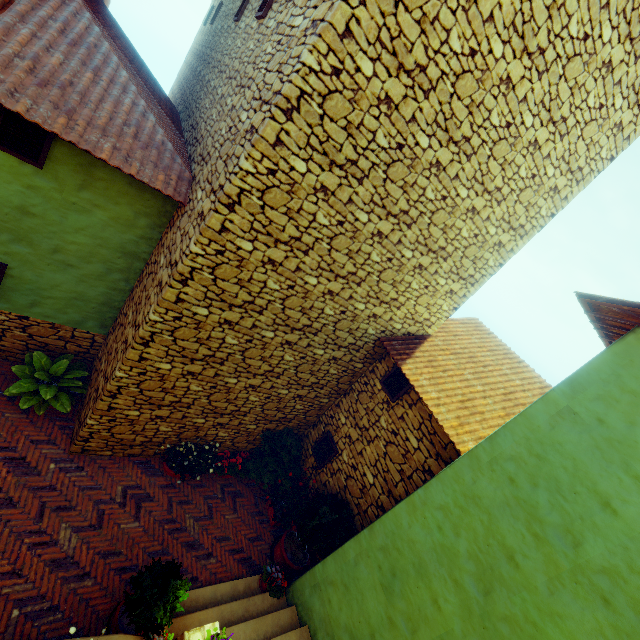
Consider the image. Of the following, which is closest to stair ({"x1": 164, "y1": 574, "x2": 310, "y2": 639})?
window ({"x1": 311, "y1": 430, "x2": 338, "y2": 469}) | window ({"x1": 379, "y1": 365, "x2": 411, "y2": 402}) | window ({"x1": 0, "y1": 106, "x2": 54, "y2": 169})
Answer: window ({"x1": 311, "y1": 430, "x2": 338, "y2": 469})

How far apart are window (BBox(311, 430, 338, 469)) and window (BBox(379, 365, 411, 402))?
1.79m

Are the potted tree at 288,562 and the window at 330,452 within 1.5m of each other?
yes

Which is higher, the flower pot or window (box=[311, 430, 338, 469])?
window (box=[311, 430, 338, 469])

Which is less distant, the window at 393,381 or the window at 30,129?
Answer: the window at 30,129

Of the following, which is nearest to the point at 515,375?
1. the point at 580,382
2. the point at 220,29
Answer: the point at 580,382

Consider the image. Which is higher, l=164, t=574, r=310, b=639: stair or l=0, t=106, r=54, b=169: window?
l=0, t=106, r=54, b=169: window

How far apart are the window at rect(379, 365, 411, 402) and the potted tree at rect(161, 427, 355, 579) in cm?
244
